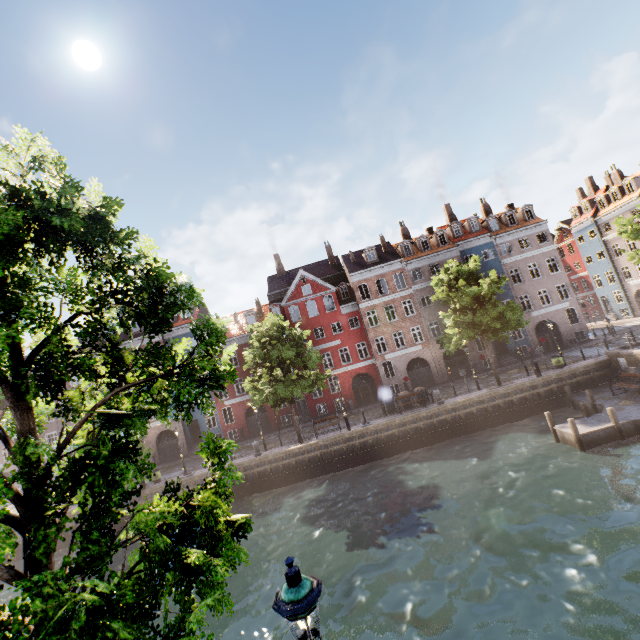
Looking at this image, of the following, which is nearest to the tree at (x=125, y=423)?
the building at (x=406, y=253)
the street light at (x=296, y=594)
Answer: the street light at (x=296, y=594)

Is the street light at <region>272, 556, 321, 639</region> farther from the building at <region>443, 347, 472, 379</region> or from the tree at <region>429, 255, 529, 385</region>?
the building at <region>443, 347, 472, 379</region>

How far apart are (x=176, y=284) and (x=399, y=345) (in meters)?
37.77

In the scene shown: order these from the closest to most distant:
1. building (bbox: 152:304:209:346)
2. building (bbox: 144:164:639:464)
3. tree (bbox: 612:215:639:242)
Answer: tree (bbox: 612:215:639:242)
building (bbox: 144:164:639:464)
building (bbox: 152:304:209:346)

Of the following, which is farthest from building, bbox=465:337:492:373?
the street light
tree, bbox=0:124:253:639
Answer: tree, bbox=0:124:253:639

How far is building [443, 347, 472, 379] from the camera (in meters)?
33.56
